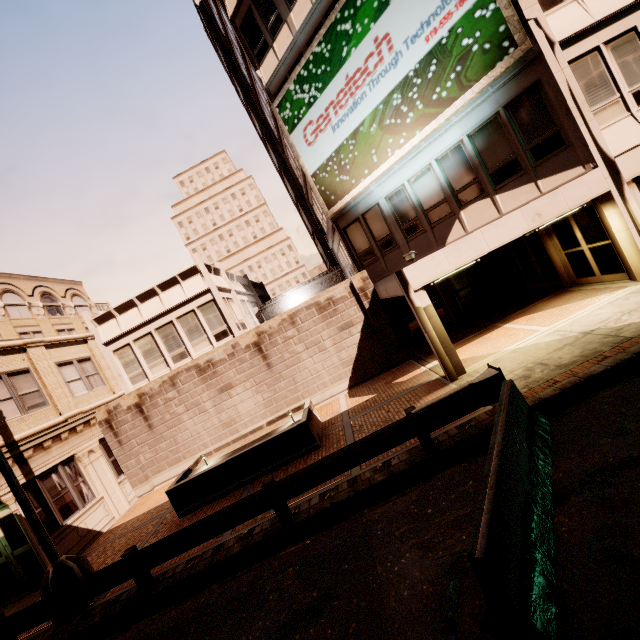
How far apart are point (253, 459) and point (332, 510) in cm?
394

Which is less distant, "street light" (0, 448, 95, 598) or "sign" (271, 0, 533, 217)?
"street light" (0, 448, 95, 598)

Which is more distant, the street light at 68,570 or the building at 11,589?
the building at 11,589

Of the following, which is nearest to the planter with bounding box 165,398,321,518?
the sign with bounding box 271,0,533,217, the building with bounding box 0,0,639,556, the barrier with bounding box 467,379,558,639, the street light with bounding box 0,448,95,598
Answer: the street light with bounding box 0,448,95,598

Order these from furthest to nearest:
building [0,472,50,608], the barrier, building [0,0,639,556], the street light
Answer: building [0,472,50,608] → building [0,0,639,556] → the street light → the barrier

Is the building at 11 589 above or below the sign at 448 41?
below

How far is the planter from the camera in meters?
9.9 m

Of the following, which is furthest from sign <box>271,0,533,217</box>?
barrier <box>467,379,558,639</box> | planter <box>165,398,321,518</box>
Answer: barrier <box>467,379,558,639</box>
